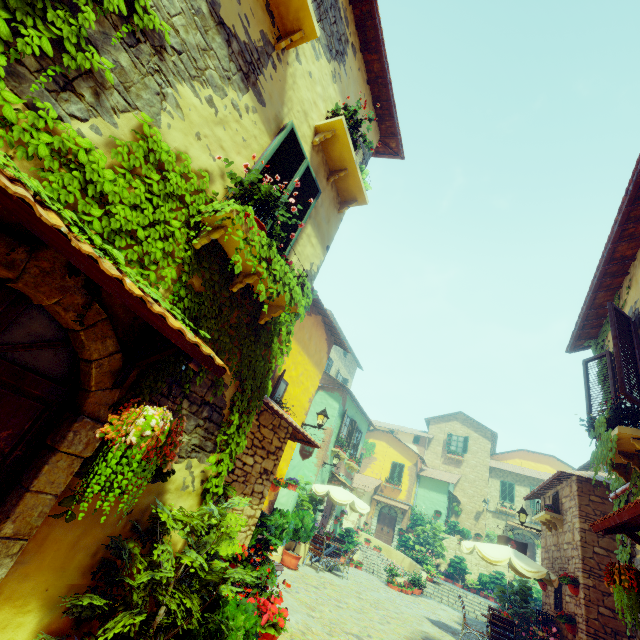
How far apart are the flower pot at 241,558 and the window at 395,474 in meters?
24.6 m

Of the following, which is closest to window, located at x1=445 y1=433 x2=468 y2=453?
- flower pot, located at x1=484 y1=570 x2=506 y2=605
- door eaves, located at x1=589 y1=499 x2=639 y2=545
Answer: door eaves, located at x1=589 y1=499 x2=639 y2=545

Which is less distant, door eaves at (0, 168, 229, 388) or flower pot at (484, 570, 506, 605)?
door eaves at (0, 168, 229, 388)

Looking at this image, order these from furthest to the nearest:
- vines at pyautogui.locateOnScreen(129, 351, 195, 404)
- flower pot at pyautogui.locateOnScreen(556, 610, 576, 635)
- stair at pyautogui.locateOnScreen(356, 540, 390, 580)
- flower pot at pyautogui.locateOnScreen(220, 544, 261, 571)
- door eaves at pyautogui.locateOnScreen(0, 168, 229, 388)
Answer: stair at pyautogui.locateOnScreen(356, 540, 390, 580)
flower pot at pyautogui.locateOnScreen(556, 610, 576, 635)
flower pot at pyautogui.locateOnScreen(220, 544, 261, 571)
vines at pyautogui.locateOnScreen(129, 351, 195, 404)
door eaves at pyautogui.locateOnScreen(0, 168, 229, 388)

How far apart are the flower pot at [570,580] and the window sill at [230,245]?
10.5m

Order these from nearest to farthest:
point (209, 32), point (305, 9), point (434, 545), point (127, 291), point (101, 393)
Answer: point (127, 291) < point (101, 393) < point (209, 32) < point (305, 9) < point (434, 545)

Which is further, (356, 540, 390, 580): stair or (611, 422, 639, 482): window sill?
(356, 540, 390, 580): stair

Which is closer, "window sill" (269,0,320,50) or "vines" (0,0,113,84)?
"vines" (0,0,113,84)
